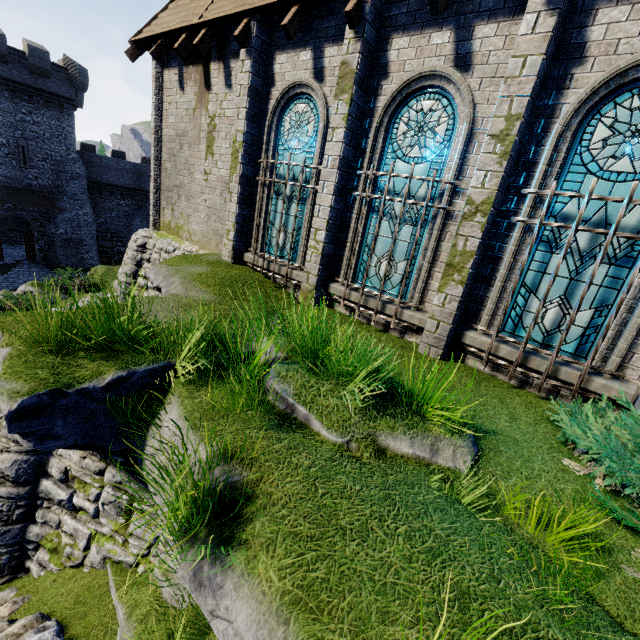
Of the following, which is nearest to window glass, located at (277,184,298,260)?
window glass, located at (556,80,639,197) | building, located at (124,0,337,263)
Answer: building, located at (124,0,337,263)

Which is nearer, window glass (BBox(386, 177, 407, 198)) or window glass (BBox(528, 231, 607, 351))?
window glass (BBox(528, 231, 607, 351))

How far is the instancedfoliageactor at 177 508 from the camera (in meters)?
2.29

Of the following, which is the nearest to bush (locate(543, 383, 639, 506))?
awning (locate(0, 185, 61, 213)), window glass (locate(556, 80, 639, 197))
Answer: window glass (locate(556, 80, 639, 197))

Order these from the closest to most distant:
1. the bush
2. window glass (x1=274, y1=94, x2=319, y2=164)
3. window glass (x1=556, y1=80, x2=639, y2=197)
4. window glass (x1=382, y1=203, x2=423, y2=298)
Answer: the bush < window glass (x1=556, y1=80, x2=639, y2=197) < window glass (x1=382, y1=203, x2=423, y2=298) < window glass (x1=274, y1=94, x2=319, y2=164)

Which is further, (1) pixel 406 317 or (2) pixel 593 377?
(1) pixel 406 317

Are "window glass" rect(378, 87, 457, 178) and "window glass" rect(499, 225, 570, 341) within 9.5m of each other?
yes

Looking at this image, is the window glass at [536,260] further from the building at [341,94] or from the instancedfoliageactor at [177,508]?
the instancedfoliageactor at [177,508]
